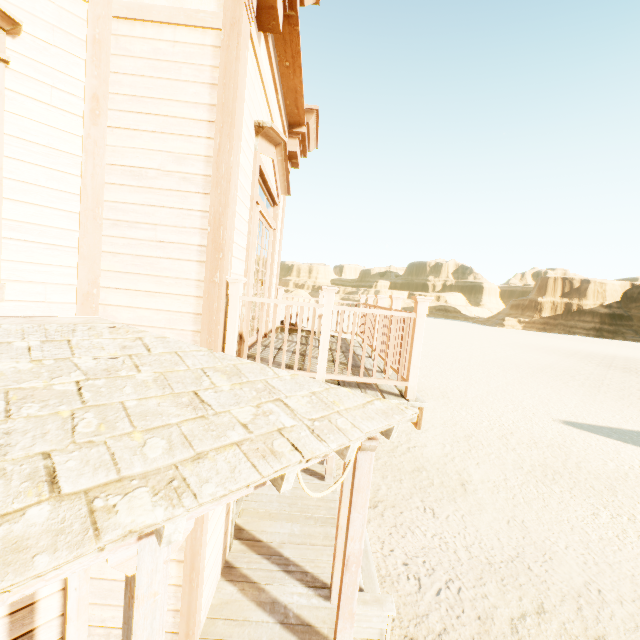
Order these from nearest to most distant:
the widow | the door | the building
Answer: the building < the widow < the door

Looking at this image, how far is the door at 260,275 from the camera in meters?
4.4 m

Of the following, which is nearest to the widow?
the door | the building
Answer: the building

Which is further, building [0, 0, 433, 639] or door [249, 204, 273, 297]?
door [249, 204, 273, 297]

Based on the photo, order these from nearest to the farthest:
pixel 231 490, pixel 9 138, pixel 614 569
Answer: pixel 231 490, pixel 9 138, pixel 614 569

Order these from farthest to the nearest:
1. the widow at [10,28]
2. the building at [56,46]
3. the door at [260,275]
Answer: the door at [260,275]
the widow at [10,28]
the building at [56,46]

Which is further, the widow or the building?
the widow

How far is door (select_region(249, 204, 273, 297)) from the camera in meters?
4.4
